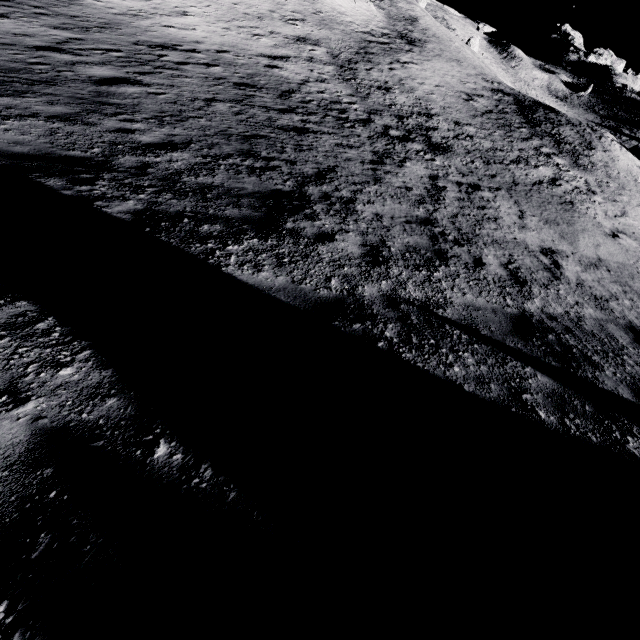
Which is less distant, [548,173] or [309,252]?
[309,252]
